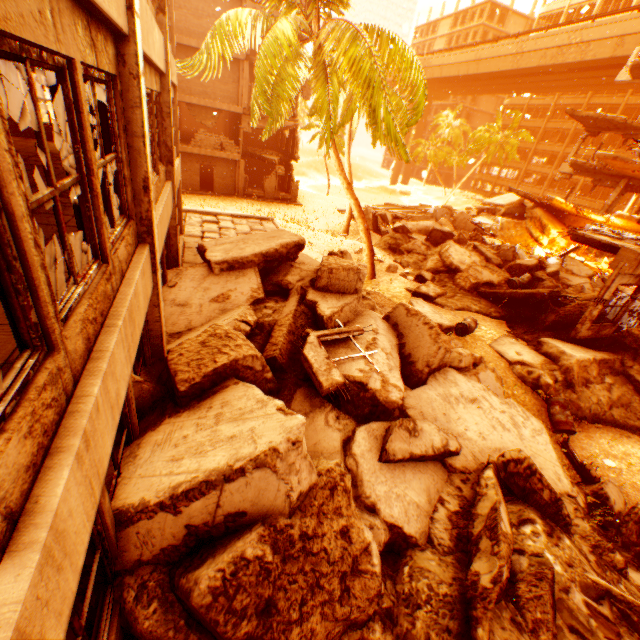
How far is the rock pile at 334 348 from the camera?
6.2 meters

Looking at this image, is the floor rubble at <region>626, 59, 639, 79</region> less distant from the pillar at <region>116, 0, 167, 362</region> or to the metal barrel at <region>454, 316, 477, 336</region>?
the metal barrel at <region>454, 316, 477, 336</region>

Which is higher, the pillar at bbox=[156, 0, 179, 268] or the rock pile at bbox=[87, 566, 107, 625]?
the pillar at bbox=[156, 0, 179, 268]

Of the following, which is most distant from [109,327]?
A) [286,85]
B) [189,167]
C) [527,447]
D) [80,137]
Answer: [189,167]

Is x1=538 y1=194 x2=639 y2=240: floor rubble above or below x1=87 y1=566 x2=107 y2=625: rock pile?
above

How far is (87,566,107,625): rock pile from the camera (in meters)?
3.29

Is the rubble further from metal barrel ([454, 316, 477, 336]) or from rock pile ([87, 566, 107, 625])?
metal barrel ([454, 316, 477, 336])

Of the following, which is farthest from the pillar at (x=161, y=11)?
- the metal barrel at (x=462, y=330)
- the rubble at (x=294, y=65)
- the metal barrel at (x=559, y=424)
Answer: the metal barrel at (x=559, y=424)
